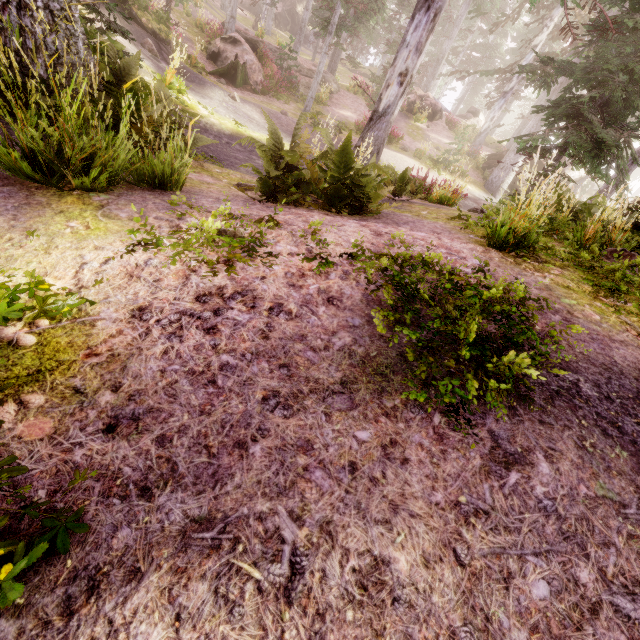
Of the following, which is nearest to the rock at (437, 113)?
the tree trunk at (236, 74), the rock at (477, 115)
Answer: the rock at (477, 115)

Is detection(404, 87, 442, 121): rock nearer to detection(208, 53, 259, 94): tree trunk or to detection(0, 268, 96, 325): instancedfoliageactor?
detection(0, 268, 96, 325): instancedfoliageactor

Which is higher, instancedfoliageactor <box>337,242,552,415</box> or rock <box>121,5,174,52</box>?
rock <box>121,5,174,52</box>

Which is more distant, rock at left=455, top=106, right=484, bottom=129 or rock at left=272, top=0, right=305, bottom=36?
rock at left=272, top=0, right=305, bottom=36

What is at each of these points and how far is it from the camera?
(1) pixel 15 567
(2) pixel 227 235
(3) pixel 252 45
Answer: (1) instancedfoliageactor, 1.0m
(2) instancedfoliageactor, 3.1m
(3) rock, 19.6m

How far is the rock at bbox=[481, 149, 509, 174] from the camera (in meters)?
23.41

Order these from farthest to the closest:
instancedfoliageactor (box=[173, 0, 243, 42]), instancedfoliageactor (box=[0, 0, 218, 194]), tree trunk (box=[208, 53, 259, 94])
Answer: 1. instancedfoliageactor (box=[173, 0, 243, 42])
2. tree trunk (box=[208, 53, 259, 94])
3. instancedfoliageactor (box=[0, 0, 218, 194])

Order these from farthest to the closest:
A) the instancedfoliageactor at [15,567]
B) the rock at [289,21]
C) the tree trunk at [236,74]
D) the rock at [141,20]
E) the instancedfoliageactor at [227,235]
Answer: the rock at [289,21] → the tree trunk at [236,74] → the rock at [141,20] → the instancedfoliageactor at [227,235] → the instancedfoliageactor at [15,567]
